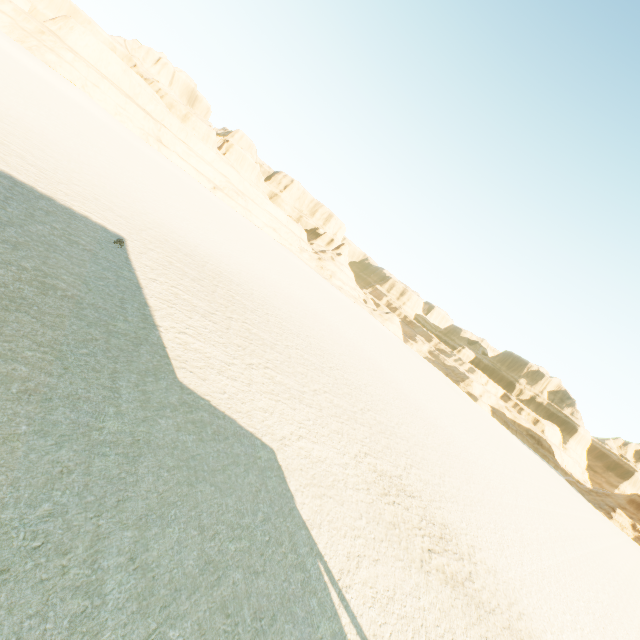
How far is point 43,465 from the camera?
4.7 meters
